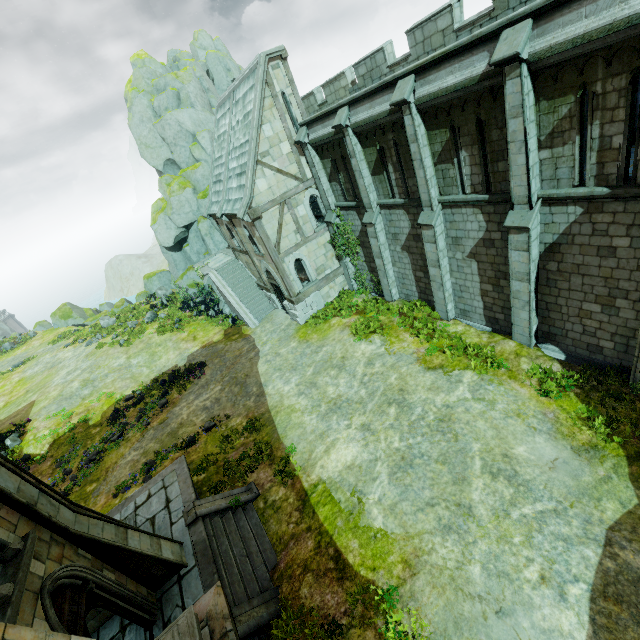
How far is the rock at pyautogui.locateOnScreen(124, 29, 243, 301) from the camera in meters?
28.2 m

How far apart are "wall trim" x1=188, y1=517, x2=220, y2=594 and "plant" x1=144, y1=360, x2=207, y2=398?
11.40m

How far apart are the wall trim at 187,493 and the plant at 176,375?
8.0 meters

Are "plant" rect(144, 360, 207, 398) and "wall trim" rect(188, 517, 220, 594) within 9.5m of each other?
no

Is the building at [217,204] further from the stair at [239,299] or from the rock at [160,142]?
the rock at [160,142]

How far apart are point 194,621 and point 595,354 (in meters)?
13.08

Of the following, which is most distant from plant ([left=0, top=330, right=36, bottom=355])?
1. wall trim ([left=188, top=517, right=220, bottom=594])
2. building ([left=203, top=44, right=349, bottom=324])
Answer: wall trim ([left=188, top=517, right=220, bottom=594])

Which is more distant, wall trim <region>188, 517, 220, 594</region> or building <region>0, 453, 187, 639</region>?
wall trim <region>188, 517, 220, 594</region>
